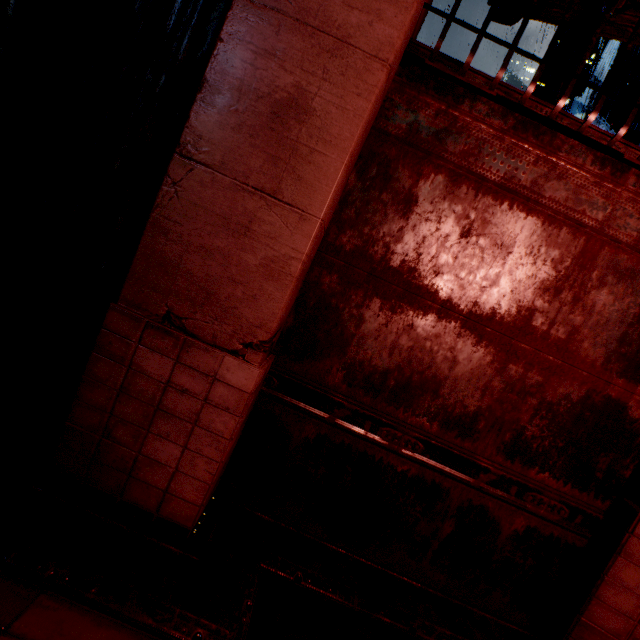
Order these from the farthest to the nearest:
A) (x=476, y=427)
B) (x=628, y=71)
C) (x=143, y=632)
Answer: (x=628, y=71) < (x=476, y=427) < (x=143, y=632)
